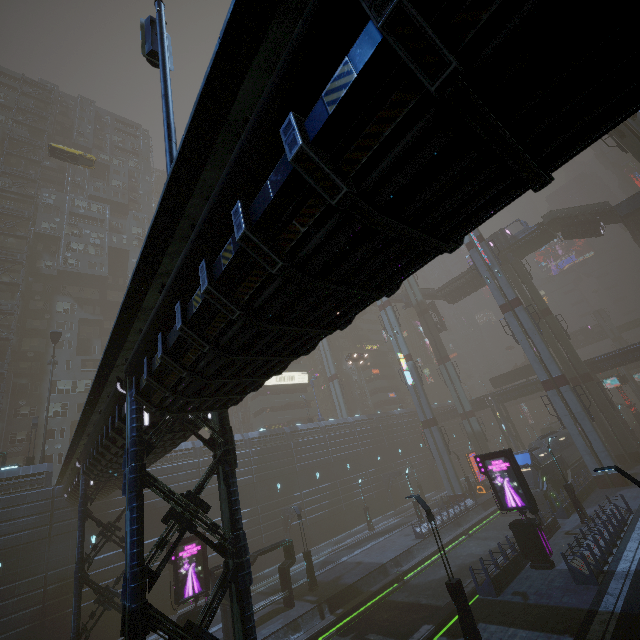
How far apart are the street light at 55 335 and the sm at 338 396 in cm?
3812

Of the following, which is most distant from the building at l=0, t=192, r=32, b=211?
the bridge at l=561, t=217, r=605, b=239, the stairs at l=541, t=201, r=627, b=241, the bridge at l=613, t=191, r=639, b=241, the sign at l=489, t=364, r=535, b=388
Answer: the bridge at l=561, t=217, r=605, b=239

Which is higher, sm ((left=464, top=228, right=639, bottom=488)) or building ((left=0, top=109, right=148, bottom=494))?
building ((left=0, top=109, right=148, bottom=494))

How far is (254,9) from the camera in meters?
3.4

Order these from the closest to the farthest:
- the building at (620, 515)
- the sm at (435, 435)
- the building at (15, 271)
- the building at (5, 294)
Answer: the building at (620, 515) < the sm at (435, 435) < the building at (5, 294) < the building at (15, 271)

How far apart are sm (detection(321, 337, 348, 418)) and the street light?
38.12m

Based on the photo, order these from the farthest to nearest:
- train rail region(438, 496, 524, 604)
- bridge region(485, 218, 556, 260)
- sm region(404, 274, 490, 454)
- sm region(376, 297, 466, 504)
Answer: sm region(404, 274, 490, 454)
bridge region(485, 218, 556, 260)
sm region(376, 297, 466, 504)
train rail region(438, 496, 524, 604)

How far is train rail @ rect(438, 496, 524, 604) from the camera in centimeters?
2269cm
